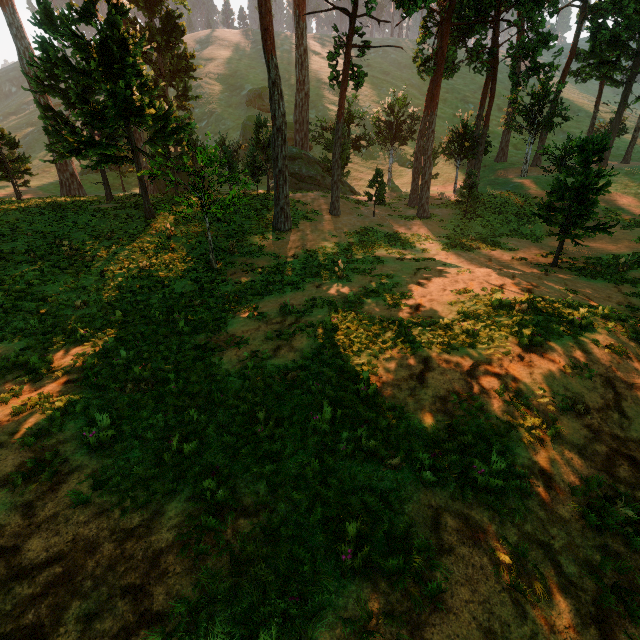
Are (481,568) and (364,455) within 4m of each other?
yes

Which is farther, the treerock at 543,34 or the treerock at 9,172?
the treerock at 9,172

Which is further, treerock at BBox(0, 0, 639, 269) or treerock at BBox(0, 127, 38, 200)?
treerock at BBox(0, 127, 38, 200)
